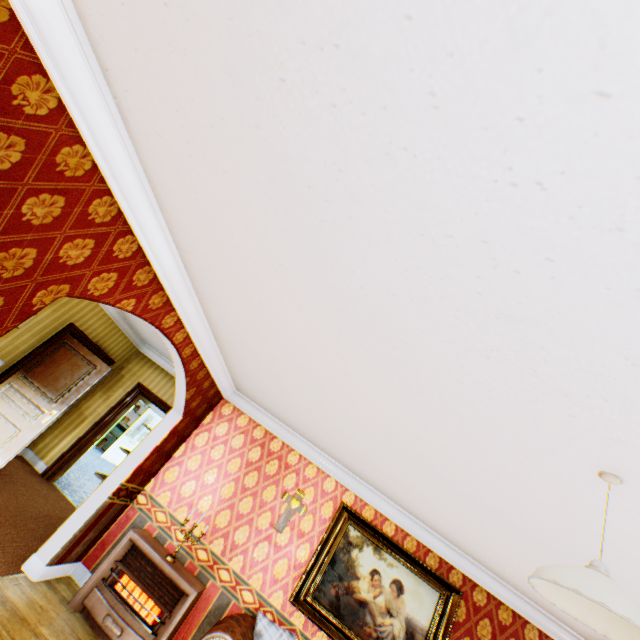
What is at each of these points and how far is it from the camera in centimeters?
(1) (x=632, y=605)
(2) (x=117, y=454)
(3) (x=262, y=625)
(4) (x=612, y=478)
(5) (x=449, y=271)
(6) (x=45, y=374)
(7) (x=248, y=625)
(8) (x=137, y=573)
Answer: (1) ceiling light, 125cm
(2) door, 1181cm
(3) pillow, 365cm
(4) ceiling light, 168cm
(5) building, 138cm
(6) childactor, 580cm
(7) couch, 356cm
(8) heater, 405cm

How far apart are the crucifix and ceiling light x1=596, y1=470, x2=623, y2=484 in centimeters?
410cm

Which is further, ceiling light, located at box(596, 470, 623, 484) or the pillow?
the pillow

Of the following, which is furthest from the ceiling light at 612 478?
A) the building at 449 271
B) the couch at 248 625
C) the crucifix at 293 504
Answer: the crucifix at 293 504

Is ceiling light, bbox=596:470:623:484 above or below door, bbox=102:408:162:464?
above

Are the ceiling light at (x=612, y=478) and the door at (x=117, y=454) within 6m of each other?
no

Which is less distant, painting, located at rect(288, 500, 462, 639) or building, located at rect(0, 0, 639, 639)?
building, located at rect(0, 0, 639, 639)

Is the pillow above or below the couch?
above
